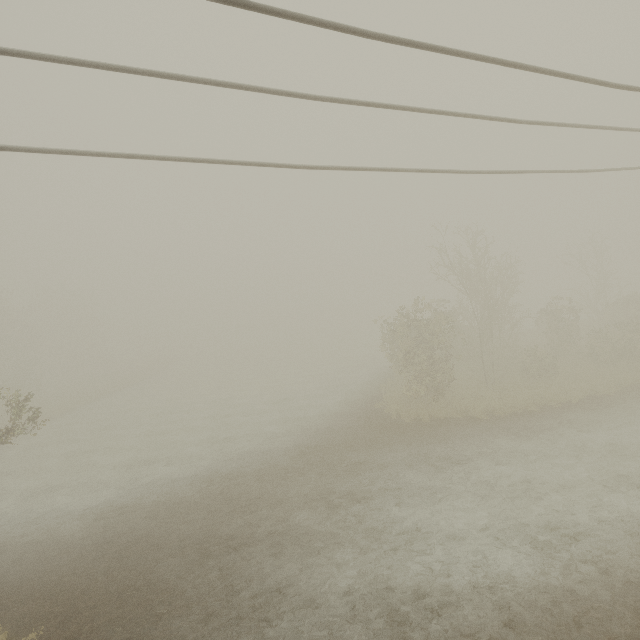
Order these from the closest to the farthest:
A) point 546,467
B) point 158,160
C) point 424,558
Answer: point 158,160 < point 424,558 < point 546,467
